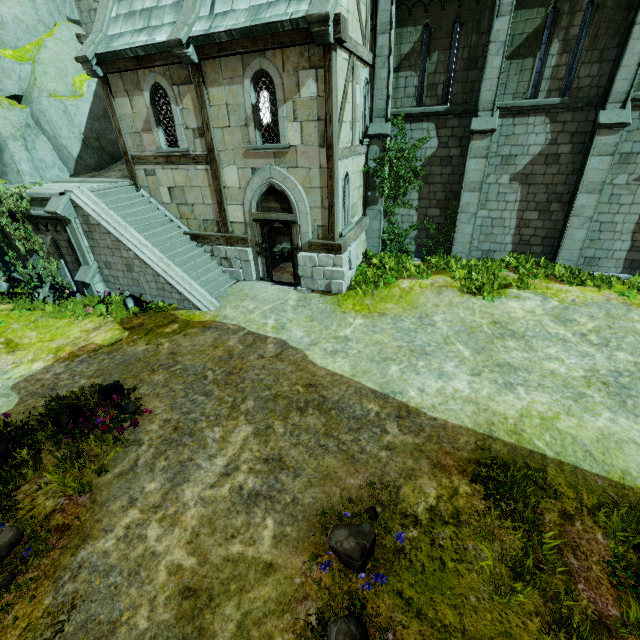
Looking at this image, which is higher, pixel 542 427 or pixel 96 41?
pixel 96 41

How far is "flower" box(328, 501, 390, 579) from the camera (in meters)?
4.30

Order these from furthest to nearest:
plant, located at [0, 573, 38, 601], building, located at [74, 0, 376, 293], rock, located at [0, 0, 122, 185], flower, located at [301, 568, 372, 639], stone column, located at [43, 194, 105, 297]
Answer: rock, located at [0, 0, 122, 185]
stone column, located at [43, 194, 105, 297]
building, located at [74, 0, 376, 293]
plant, located at [0, 573, 38, 601]
flower, located at [301, 568, 372, 639]

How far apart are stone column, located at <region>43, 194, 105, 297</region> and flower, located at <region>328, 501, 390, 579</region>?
11.9 meters

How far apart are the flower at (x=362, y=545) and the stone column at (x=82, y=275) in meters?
11.9 m

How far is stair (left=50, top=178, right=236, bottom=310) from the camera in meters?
10.9 m

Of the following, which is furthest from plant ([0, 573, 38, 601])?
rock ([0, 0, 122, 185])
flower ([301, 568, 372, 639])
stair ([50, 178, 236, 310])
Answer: rock ([0, 0, 122, 185])

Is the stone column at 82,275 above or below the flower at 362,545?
above
